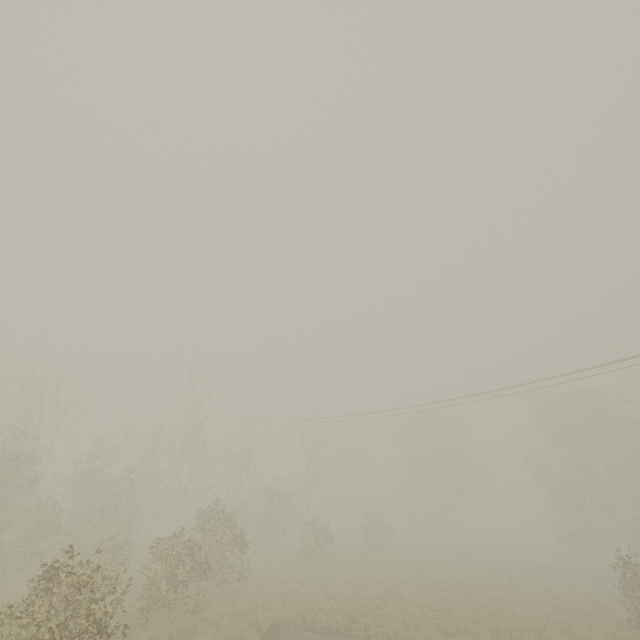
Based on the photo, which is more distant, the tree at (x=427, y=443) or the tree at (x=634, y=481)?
the tree at (x=634, y=481)

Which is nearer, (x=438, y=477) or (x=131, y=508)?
(x=131, y=508)

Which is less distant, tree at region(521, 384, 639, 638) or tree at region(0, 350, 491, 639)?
tree at region(0, 350, 491, 639)
